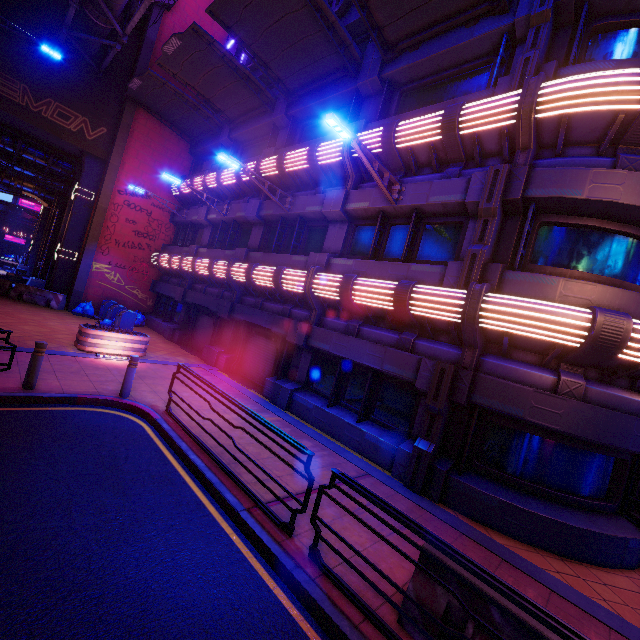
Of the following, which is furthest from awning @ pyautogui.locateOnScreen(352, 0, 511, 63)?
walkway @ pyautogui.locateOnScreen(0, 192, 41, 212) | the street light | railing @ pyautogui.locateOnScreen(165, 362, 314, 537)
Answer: walkway @ pyautogui.locateOnScreen(0, 192, 41, 212)

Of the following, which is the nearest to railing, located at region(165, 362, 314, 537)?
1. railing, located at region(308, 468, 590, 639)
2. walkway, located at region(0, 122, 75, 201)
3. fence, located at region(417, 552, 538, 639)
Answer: railing, located at region(308, 468, 590, 639)

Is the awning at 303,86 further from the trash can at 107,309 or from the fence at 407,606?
the fence at 407,606

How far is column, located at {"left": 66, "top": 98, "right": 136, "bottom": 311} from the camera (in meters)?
18.12

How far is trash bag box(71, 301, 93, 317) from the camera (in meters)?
17.45

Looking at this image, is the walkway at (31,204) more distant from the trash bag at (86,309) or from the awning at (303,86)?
the awning at (303,86)

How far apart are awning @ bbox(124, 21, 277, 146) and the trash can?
11.2 meters

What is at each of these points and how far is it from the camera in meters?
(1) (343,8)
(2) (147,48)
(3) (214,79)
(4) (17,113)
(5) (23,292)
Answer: (1) neon sign, 12.5 m
(2) column, 18.4 m
(3) awning, 14.7 m
(4) beam, 16.6 m
(5) fence, 17.4 m
